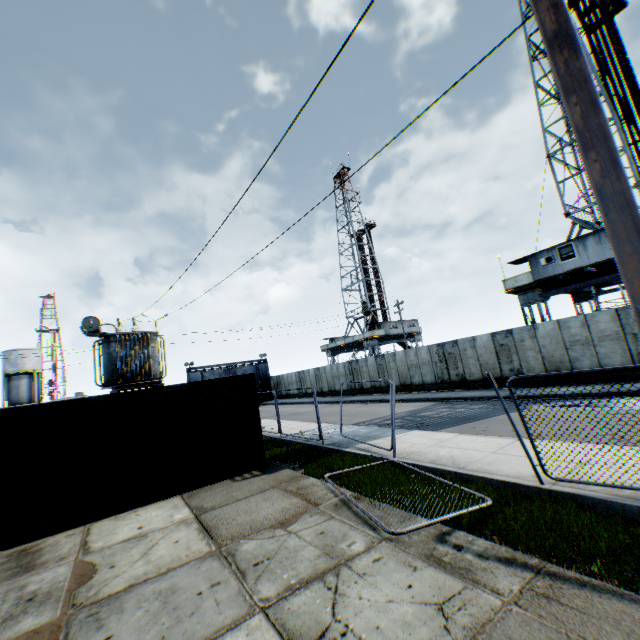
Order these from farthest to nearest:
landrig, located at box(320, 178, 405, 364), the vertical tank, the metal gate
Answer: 1. landrig, located at box(320, 178, 405, 364)
2. the vertical tank
3. the metal gate

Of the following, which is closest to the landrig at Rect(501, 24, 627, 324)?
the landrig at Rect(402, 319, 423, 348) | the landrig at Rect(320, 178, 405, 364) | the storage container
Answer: the landrig at Rect(402, 319, 423, 348)

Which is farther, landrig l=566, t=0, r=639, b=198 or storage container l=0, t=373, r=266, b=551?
landrig l=566, t=0, r=639, b=198

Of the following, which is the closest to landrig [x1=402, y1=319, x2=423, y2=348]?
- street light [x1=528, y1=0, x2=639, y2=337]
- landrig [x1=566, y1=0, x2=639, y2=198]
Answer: landrig [x1=566, y1=0, x2=639, y2=198]

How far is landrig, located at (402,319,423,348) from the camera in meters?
45.1 m

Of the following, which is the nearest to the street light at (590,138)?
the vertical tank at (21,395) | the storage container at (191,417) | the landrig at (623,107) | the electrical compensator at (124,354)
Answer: the storage container at (191,417)

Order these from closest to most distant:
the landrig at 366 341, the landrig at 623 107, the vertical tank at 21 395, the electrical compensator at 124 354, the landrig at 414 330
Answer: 1. the electrical compensator at 124 354
2. the landrig at 623 107
3. the vertical tank at 21 395
4. the landrig at 366 341
5. the landrig at 414 330

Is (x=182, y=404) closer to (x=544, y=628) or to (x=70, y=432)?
(x=70, y=432)
